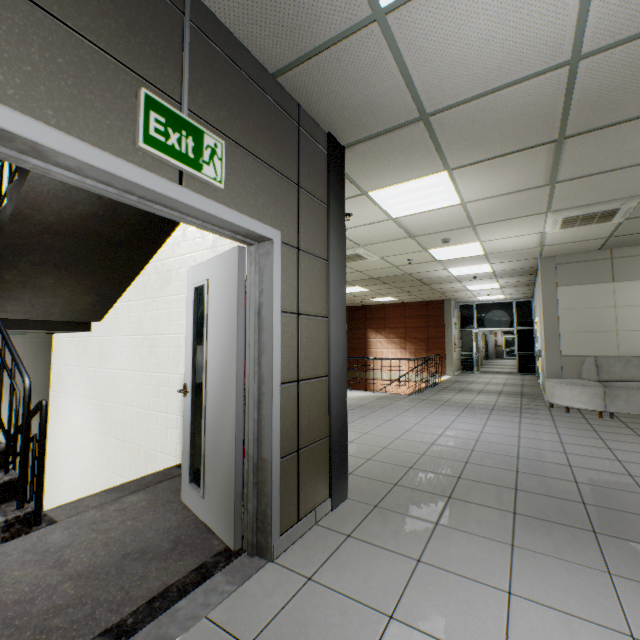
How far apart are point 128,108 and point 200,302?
1.6 meters

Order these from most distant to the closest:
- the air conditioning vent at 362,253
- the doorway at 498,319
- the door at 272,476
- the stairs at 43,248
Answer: the doorway at 498,319
the air conditioning vent at 362,253
the stairs at 43,248
the door at 272,476

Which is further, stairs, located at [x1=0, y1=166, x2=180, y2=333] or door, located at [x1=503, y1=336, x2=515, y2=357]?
door, located at [x1=503, y1=336, x2=515, y2=357]

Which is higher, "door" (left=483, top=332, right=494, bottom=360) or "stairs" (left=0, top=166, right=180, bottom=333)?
"stairs" (left=0, top=166, right=180, bottom=333)

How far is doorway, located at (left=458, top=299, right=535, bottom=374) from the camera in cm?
1390

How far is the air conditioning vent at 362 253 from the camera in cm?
640

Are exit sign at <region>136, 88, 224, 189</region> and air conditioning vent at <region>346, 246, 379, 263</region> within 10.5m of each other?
yes

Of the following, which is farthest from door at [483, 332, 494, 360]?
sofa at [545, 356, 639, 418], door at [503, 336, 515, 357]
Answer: sofa at [545, 356, 639, 418]
